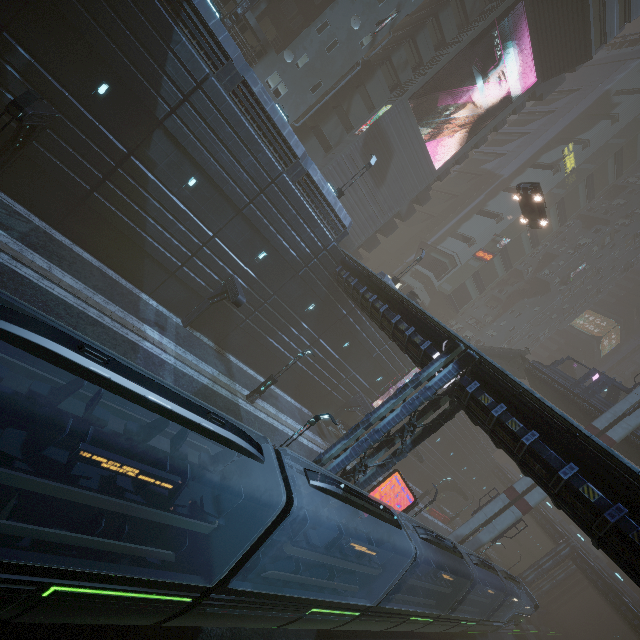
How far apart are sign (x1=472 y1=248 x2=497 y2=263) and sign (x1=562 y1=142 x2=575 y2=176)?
17.8 meters

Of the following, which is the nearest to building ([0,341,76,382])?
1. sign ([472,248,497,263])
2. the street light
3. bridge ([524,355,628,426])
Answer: sign ([472,248,497,263])

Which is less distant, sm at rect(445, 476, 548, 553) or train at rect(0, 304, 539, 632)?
train at rect(0, 304, 539, 632)

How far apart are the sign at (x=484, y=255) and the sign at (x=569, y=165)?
17.81m

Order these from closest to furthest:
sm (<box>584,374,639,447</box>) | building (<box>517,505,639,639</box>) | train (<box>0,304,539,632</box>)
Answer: train (<box>0,304,539,632</box>), sm (<box>584,374,639,447</box>), building (<box>517,505,639,639</box>)

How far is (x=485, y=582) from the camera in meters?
21.1 m

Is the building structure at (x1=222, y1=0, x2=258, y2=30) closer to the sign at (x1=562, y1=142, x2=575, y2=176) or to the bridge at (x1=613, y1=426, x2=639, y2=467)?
the sign at (x1=562, y1=142, x2=575, y2=176)

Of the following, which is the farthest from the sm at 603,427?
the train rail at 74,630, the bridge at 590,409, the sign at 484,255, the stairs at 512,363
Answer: the sign at 484,255
